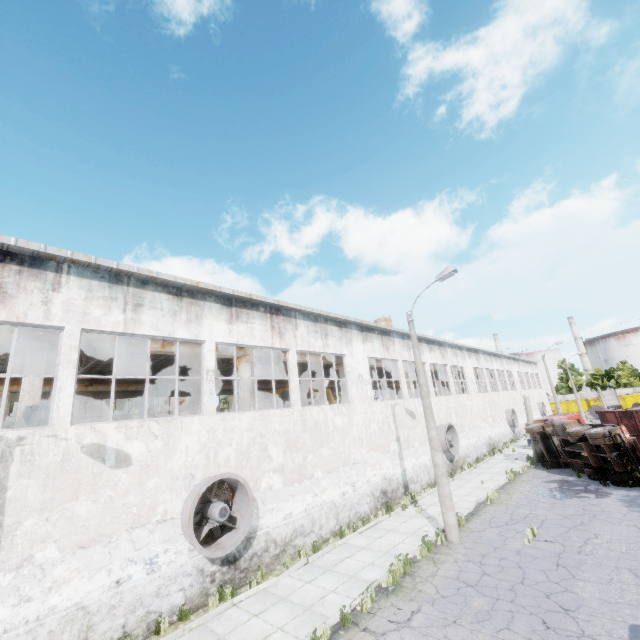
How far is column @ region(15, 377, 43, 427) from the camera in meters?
9.7 m

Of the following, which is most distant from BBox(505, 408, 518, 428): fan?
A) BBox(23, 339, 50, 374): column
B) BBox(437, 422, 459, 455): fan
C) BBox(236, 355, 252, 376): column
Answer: BBox(23, 339, 50, 374): column

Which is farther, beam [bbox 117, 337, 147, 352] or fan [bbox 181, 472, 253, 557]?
beam [bbox 117, 337, 147, 352]

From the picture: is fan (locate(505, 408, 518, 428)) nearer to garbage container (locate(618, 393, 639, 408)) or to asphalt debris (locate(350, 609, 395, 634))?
asphalt debris (locate(350, 609, 395, 634))

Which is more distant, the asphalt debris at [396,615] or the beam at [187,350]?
the beam at [187,350]

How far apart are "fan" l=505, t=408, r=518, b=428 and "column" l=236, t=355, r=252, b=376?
31.2 meters

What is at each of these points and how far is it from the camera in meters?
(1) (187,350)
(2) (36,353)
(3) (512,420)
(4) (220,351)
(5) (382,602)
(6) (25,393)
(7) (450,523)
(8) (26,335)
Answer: (1) beam, 14.1
(2) column, 10.4
(3) fan, 34.8
(4) beam, 15.2
(5) asphalt debris, 8.5
(6) column, 9.9
(7) lamp post, 11.9
(8) beam, 10.3

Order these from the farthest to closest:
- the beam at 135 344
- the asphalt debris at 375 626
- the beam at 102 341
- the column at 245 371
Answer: the column at 245 371, the beam at 135 344, the beam at 102 341, the asphalt debris at 375 626
